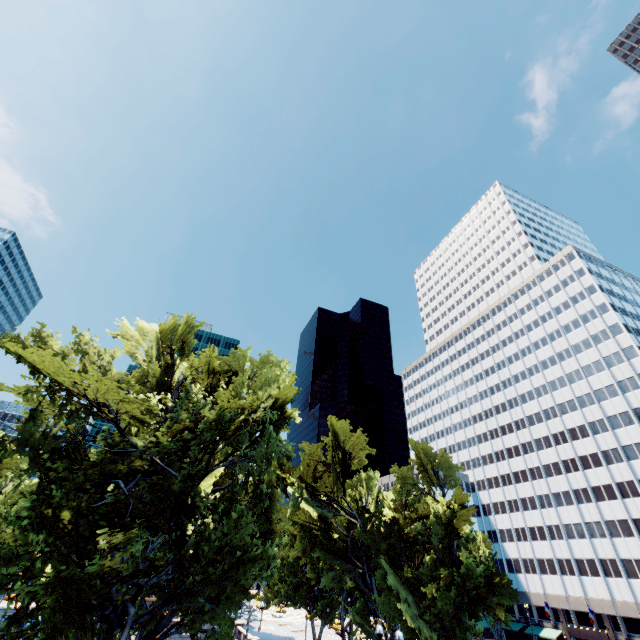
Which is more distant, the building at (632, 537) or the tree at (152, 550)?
the building at (632, 537)

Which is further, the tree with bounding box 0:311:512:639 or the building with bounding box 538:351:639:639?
the building with bounding box 538:351:639:639

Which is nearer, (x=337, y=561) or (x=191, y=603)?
(x=191, y=603)
